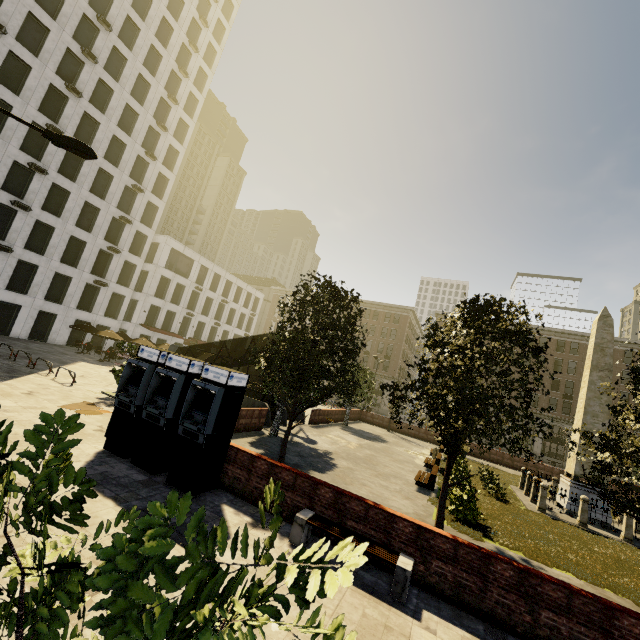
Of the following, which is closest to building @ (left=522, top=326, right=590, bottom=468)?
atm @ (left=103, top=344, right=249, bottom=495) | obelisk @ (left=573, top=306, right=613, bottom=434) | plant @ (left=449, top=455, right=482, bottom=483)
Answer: atm @ (left=103, top=344, right=249, bottom=495)

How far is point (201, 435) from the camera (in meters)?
8.48

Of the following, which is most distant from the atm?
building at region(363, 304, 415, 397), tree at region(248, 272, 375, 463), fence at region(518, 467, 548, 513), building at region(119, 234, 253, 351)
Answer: building at region(119, 234, 253, 351)

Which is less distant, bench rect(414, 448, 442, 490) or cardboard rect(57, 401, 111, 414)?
cardboard rect(57, 401, 111, 414)

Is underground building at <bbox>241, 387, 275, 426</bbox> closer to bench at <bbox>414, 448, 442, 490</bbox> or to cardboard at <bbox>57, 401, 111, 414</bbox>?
cardboard at <bbox>57, 401, 111, 414</bbox>

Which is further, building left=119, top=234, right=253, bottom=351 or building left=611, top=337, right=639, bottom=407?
building left=611, top=337, right=639, bottom=407

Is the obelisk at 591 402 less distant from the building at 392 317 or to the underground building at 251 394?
the underground building at 251 394

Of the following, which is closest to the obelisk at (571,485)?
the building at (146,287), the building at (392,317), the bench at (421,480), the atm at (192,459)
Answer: the bench at (421,480)
